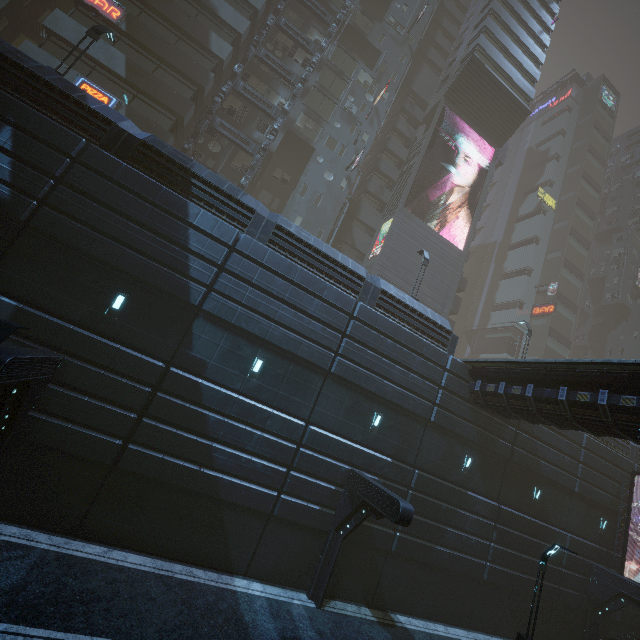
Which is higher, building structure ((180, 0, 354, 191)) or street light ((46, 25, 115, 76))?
building structure ((180, 0, 354, 191))

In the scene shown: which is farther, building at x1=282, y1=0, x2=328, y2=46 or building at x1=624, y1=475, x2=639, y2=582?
building at x1=282, y1=0, x2=328, y2=46

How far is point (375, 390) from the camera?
14.8 meters

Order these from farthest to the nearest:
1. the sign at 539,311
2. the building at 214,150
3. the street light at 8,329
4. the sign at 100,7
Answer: the sign at 539,311 → the building at 214,150 → the sign at 100,7 → the street light at 8,329

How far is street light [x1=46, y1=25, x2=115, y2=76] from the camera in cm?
1397

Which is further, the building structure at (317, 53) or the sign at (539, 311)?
the sign at (539, 311)

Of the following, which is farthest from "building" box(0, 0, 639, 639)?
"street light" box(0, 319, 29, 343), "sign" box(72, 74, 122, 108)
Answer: "street light" box(0, 319, 29, 343)

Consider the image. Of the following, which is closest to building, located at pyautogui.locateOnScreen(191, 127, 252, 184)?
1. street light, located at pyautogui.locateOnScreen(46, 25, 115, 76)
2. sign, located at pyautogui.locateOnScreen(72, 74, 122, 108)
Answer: sign, located at pyautogui.locateOnScreen(72, 74, 122, 108)
